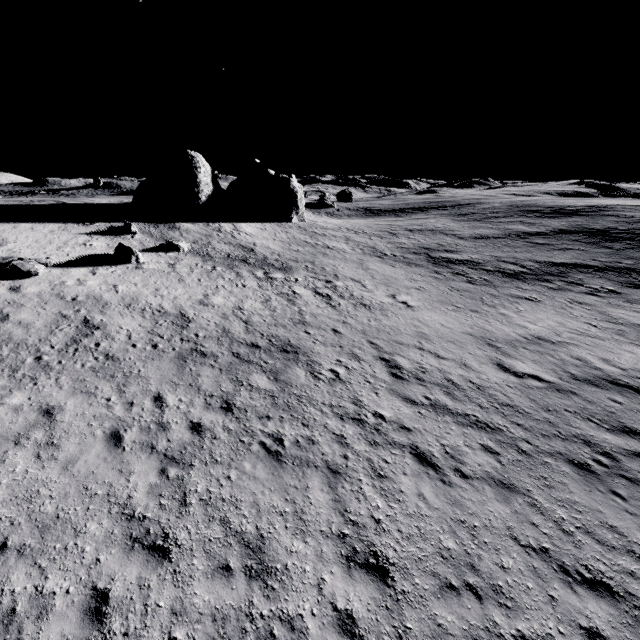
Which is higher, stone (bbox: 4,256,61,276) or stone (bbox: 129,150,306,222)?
stone (bbox: 129,150,306,222)

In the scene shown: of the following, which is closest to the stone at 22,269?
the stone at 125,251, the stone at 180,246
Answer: the stone at 125,251

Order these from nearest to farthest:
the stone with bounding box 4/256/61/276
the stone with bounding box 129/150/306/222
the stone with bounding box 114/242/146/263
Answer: the stone with bounding box 4/256/61/276
the stone with bounding box 114/242/146/263
the stone with bounding box 129/150/306/222

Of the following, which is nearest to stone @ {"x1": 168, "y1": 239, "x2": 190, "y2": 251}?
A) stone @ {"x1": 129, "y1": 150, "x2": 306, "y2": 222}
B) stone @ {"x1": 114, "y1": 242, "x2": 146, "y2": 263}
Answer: stone @ {"x1": 114, "y1": 242, "x2": 146, "y2": 263}

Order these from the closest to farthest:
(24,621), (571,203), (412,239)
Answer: (24,621) < (412,239) < (571,203)

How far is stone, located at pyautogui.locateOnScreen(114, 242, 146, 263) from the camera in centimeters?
2041cm

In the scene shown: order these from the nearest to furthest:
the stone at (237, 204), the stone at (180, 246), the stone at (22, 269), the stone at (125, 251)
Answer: the stone at (22, 269), the stone at (125, 251), the stone at (180, 246), the stone at (237, 204)

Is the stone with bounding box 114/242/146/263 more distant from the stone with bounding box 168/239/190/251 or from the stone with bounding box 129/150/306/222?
the stone with bounding box 129/150/306/222
